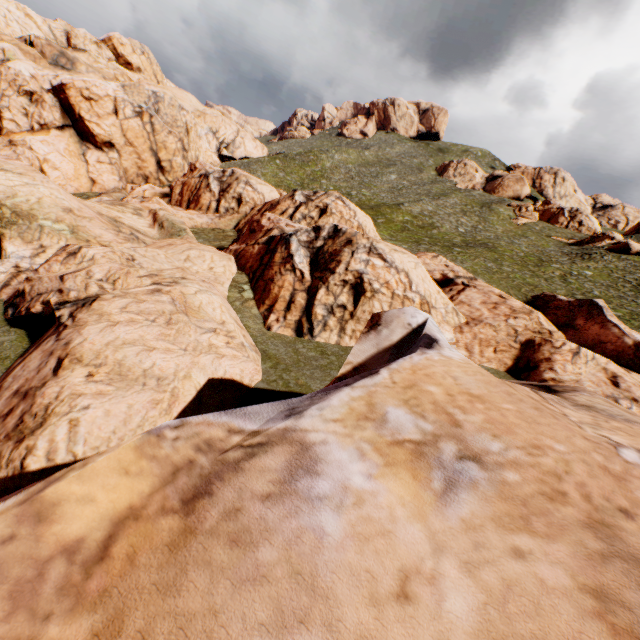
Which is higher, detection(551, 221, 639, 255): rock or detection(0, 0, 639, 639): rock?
detection(551, 221, 639, 255): rock

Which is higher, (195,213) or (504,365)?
(504,365)

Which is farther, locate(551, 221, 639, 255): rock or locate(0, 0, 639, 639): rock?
locate(551, 221, 639, 255): rock

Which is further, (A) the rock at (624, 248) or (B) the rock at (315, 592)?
(A) the rock at (624, 248)

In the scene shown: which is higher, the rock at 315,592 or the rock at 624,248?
the rock at 624,248
